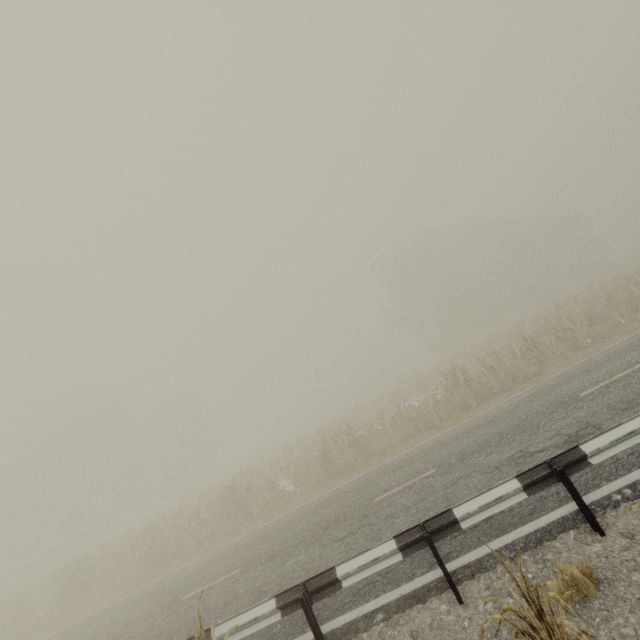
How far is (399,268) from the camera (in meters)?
44.25

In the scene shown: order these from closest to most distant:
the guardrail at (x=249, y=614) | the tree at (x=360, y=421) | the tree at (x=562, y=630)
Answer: the tree at (x=562, y=630), the guardrail at (x=249, y=614), the tree at (x=360, y=421)

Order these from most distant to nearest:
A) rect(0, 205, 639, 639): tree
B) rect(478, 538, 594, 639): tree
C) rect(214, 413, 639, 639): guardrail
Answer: rect(0, 205, 639, 639): tree, rect(214, 413, 639, 639): guardrail, rect(478, 538, 594, 639): tree

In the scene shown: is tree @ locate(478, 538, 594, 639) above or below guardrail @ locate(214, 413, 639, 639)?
above

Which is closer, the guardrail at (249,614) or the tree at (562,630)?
the tree at (562,630)

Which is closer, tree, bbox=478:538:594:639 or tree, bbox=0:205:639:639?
tree, bbox=478:538:594:639

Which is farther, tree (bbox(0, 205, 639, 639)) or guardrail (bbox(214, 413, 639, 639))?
tree (bbox(0, 205, 639, 639))
